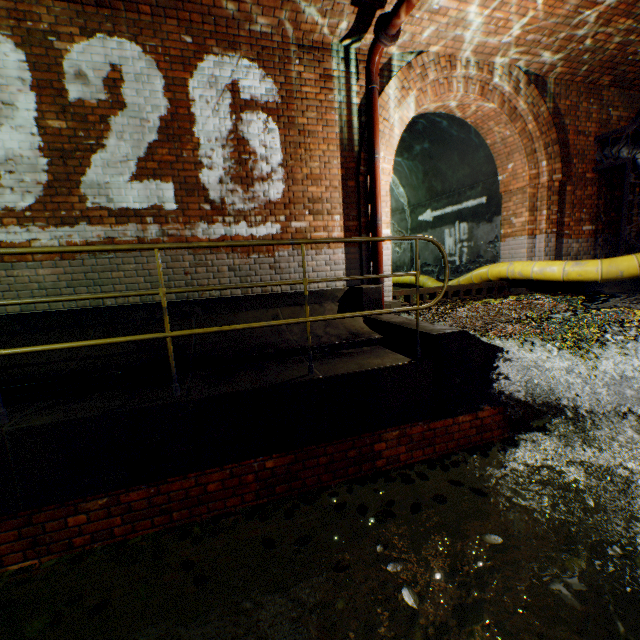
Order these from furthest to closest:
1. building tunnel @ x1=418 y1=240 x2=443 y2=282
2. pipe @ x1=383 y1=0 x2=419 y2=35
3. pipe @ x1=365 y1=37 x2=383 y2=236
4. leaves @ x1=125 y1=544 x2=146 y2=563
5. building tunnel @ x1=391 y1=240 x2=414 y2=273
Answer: building tunnel @ x1=391 y1=240 x2=414 y2=273 < building tunnel @ x1=418 y1=240 x2=443 y2=282 < pipe @ x1=365 y1=37 x2=383 y2=236 < pipe @ x1=383 y1=0 x2=419 y2=35 < leaves @ x1=125 y1=544 x2=146 y2=563

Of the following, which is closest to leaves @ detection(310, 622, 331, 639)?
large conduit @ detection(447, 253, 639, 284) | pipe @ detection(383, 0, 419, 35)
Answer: large conduit @ detection(447, 253, 639, 284)

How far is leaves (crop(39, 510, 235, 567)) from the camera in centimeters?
263cm

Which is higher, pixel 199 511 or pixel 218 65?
pixel 218 65

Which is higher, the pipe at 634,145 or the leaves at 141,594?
the pipe at 634,145

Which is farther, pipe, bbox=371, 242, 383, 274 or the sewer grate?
the sewer grate

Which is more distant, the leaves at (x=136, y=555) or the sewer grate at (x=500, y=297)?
the sewer grate at (x=500, y=297)

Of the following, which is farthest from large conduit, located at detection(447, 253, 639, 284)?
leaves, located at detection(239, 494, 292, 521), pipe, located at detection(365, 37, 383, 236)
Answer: leaves, located at detection(239, 494, 292, 521)
